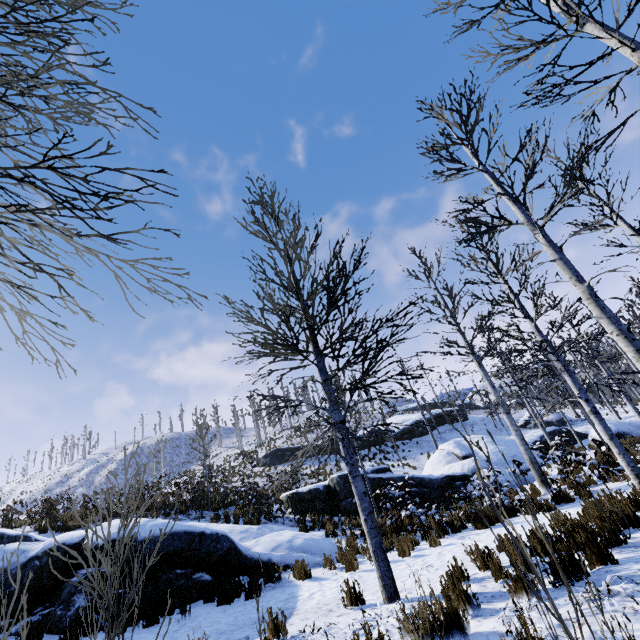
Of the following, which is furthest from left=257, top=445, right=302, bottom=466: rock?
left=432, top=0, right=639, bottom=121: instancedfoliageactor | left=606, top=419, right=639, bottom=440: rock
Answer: left=432, top=0, right=639, bottom=121: instancedfoliageactor

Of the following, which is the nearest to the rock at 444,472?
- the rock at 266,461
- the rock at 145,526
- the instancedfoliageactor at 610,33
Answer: the instancedfoliageactor at 610,33

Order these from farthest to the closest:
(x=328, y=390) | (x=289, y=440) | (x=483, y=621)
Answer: (x=289, y=440), (x=328, y=390), (x=483, y=621)

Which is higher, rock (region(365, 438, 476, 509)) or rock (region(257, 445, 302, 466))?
rock (region(257, 445, 302, 466))

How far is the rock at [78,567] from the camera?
6.2m

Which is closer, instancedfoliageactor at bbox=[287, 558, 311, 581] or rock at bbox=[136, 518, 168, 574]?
rock at bbox=[136, 518, 168, 574]

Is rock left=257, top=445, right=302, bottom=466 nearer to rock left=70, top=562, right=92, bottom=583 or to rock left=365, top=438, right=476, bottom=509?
rock left=365, top=438, right=476, bottom=509

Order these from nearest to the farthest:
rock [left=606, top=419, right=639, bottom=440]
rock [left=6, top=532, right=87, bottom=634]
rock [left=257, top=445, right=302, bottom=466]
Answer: rock [left=6, top=532, right=87, bottom=634] < rock [left=606, top=419, right=639, bottom=440] < rock [left=257, top=445, right=302, bottom=466]
